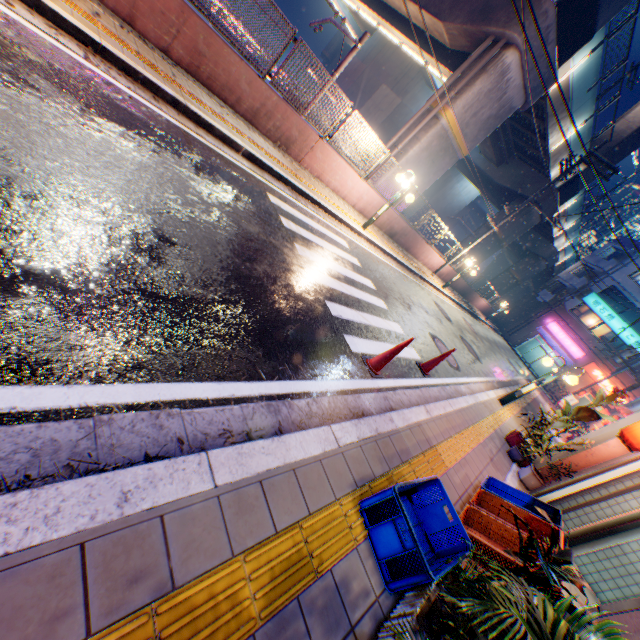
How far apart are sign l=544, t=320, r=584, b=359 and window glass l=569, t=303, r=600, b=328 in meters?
1.6 m

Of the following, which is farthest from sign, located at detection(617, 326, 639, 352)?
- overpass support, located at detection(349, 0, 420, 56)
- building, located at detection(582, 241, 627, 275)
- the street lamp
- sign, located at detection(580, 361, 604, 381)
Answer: the street lamp

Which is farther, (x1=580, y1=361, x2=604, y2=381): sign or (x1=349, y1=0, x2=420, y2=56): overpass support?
(x1=580, y1=361, x2=604, y2=381): sign

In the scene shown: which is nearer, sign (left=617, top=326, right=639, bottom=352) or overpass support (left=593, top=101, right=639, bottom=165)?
overpass support (left=593, top=101, right=639, bottom=165)

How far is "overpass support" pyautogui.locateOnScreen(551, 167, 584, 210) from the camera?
22.0 meters

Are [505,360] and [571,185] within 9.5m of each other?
no

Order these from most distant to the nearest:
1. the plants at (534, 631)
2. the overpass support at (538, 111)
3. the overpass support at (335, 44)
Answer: the overpass support at (335, 44) → the overpass support at (538, 111) → the plants at (534, 631)

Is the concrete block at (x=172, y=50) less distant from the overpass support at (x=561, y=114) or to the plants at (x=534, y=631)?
the overpass support at (x=561, y=114)
